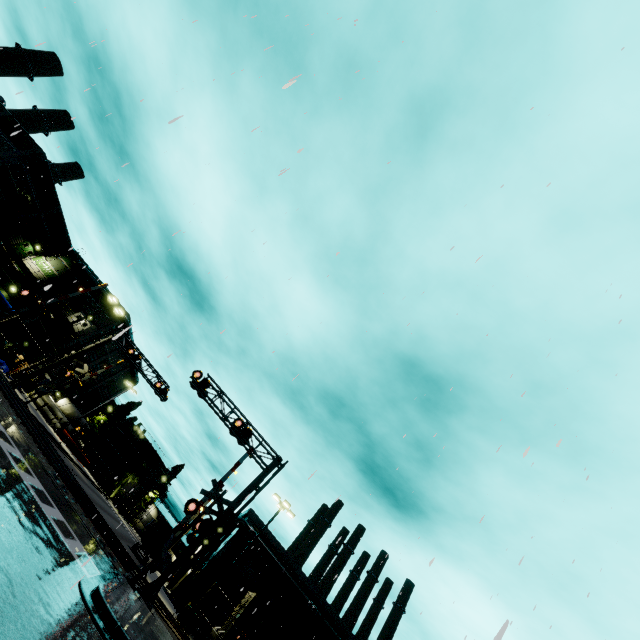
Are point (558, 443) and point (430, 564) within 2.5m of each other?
yes

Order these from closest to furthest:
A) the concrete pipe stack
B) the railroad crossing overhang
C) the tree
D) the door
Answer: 1. the railroad crossing overhang
2. the tree
3. the door
4. the concrete pipe stack

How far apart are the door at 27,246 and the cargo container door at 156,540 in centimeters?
4261cm

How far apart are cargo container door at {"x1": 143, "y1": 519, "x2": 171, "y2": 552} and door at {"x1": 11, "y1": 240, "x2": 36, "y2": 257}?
42.6m

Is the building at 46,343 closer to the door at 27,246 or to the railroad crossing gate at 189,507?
the door at 27,246

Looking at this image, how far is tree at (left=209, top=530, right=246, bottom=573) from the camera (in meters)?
33.97

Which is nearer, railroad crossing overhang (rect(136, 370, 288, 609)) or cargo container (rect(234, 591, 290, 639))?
railroad crossing overhang (rect(136, 370, 288, 609))

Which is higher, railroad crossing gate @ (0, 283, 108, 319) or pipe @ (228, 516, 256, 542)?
pipe @ (228, 516, 256, 542)
